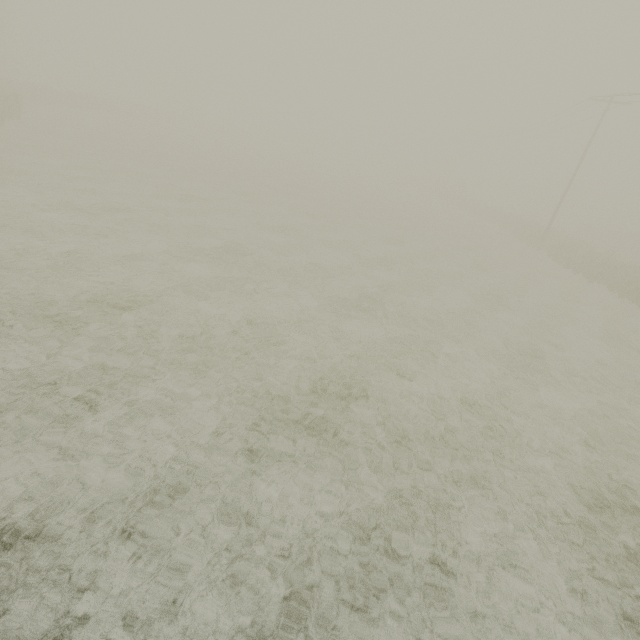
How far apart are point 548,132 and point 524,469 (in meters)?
44.47
